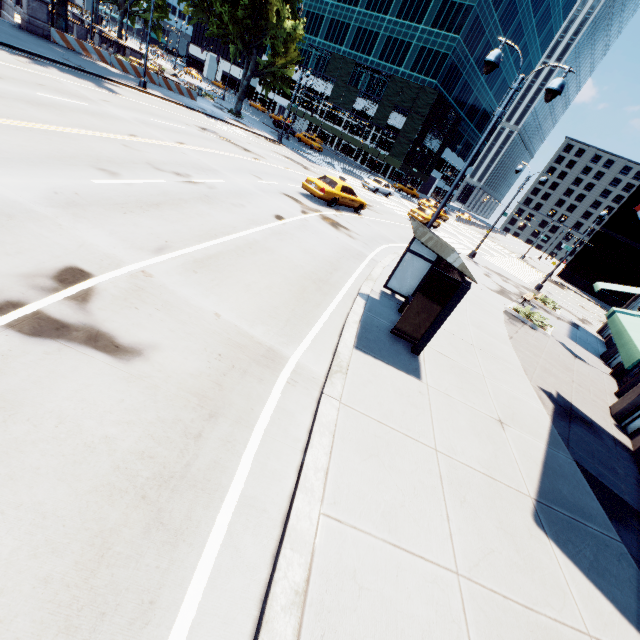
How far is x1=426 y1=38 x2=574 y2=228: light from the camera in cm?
870

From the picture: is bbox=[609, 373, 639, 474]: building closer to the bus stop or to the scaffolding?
the bus stop

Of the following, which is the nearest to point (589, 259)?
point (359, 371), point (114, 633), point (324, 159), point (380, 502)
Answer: point (324, 159)

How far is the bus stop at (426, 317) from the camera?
7.24m

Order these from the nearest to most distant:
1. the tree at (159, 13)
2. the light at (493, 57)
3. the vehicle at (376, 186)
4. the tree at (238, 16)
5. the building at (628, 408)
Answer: the light at (493, 57), the building at (628, 408), the tree at (238, 16), the vehicle at (376, 186), the tree at (159, 13)

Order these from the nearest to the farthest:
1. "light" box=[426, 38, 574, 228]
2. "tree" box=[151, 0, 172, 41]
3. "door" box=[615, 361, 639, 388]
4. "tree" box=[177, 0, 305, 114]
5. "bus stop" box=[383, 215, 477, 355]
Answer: "bus stop" box=[383, 215, 477, 355], "light" box=[426, 38, 574, 228], "door" box=[615, 361, 639, 388], "tree" box=[177, 0, 305, 114], "tree" box=[151, 0, 172, 41]

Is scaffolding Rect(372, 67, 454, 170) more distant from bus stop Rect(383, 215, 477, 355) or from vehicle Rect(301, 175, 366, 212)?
bus stop Rect(383, 215, 477, 355)

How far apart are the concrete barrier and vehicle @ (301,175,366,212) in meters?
23.1
